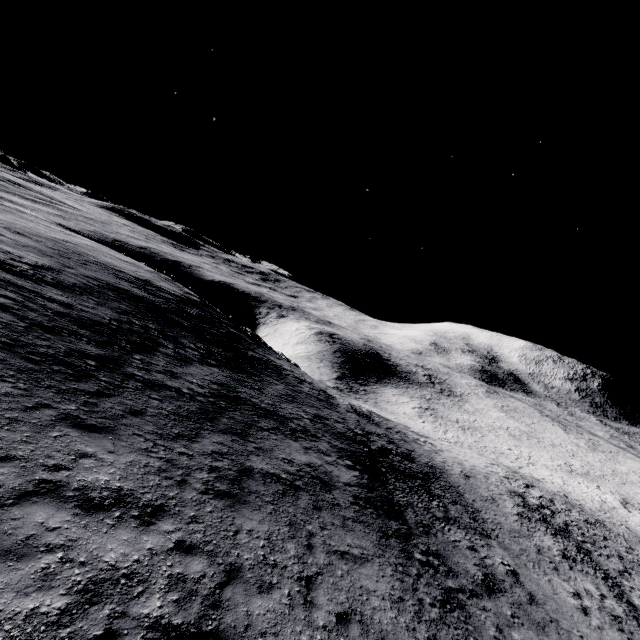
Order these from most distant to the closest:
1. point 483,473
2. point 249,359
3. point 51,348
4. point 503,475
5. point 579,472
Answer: point 579,472 → point 503,475 → point 483,473 → point 249,359 → point 51,348
